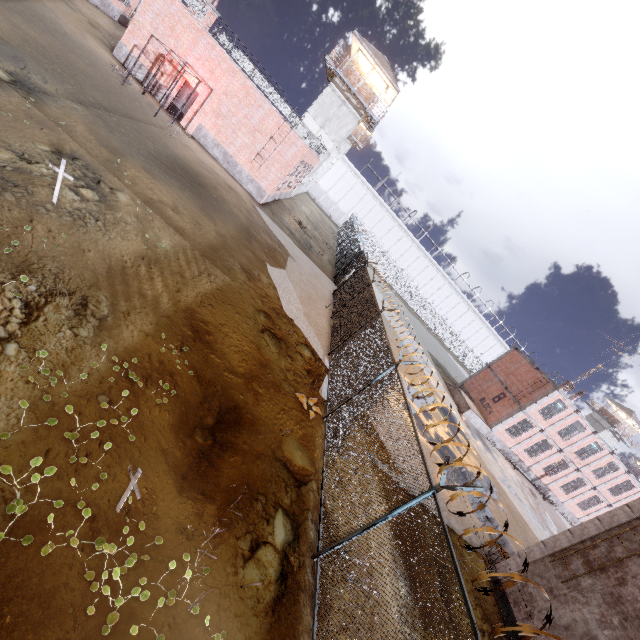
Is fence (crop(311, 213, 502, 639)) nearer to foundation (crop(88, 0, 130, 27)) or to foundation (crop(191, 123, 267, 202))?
foundation (crop(191, 123, 267, 202))

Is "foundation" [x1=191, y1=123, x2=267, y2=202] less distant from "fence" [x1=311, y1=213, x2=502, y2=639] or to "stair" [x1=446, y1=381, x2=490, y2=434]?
"fence" [x1=311, y1=213, x2=502, y2=639]

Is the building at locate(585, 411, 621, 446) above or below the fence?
Answer: above

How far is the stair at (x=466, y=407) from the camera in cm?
2712

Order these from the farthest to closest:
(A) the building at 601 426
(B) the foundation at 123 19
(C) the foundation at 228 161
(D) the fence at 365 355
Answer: (A) the building at 601 426 < (B) the foundation at 123 19 < (C) the foundation at 228 161 < (D) the fence at 365 355

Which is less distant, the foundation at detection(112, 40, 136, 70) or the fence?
the fence

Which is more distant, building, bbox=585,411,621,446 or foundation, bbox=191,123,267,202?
building, bbox=585,411,621,446

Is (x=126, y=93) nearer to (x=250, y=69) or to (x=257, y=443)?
(x=250, y=69)
